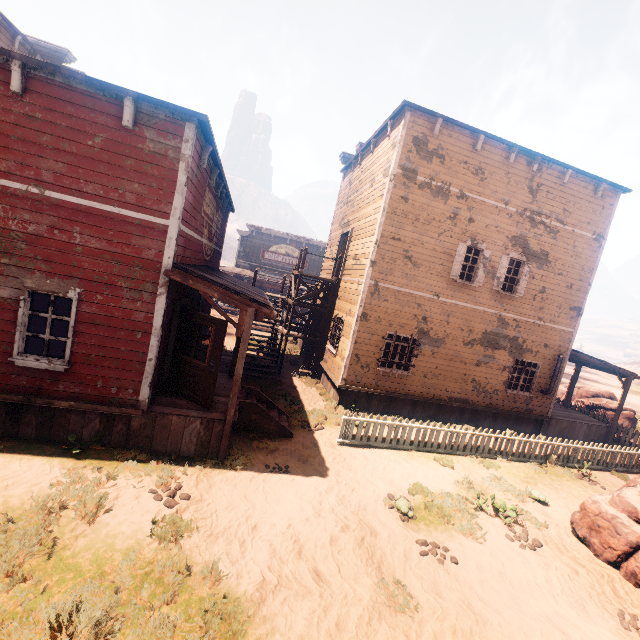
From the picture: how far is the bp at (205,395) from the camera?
7.6m

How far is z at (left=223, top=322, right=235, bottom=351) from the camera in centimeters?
1741cm

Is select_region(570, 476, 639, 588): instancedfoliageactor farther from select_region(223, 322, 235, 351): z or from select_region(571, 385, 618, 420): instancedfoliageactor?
select_region(571, 385, 618, 420): instancedfoliageactor

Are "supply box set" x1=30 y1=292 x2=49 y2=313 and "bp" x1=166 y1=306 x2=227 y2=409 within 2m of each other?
no

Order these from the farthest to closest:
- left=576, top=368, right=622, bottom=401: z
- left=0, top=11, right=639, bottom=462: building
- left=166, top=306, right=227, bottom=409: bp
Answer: left=576, top=368, right=622, bottom=401: z → left=166, top=306, right=227, bottom=409: bp → left=0, top=11, right=639, bottom=462: building

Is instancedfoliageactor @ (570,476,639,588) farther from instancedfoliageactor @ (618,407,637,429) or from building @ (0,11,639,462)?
instancedfoliageactor @ (618,407,637,429)

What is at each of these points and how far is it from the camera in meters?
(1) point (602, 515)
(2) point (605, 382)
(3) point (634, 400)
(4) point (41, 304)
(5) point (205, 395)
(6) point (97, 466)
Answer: (1) instancedfoliageactor, 7.1
(2) z, 45.3
(3) z, 33.8
(4) supply box set, 12.0
(5) bp, 7.7
(6) z, 6.2

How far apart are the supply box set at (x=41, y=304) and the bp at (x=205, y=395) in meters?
7.5
